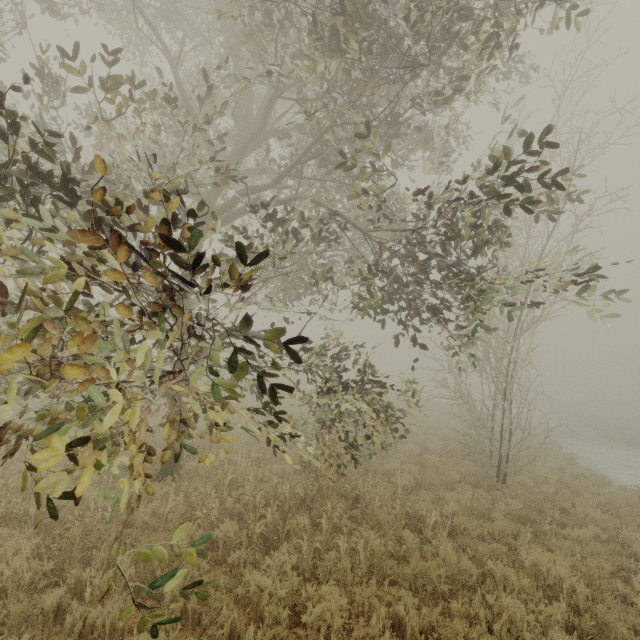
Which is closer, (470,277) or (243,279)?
(243,279)
